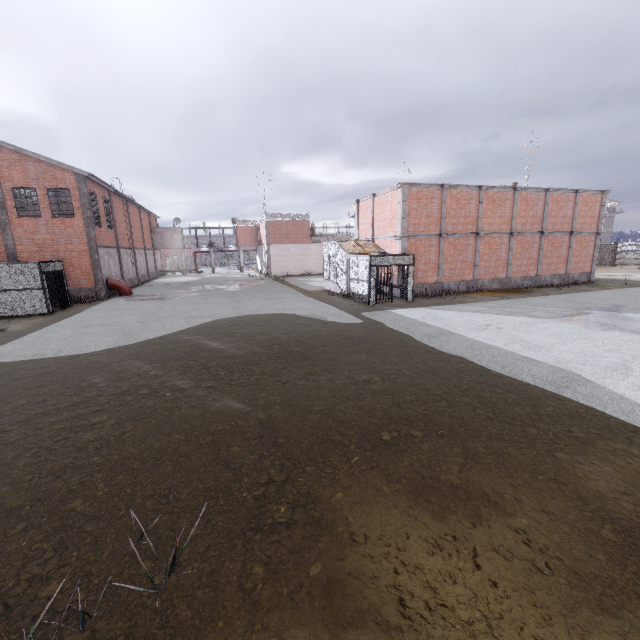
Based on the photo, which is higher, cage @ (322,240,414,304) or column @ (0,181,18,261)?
column @ (0,181,18,261)

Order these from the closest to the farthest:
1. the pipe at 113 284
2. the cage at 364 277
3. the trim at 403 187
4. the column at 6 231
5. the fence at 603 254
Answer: the cage at 364 277
the trim at 403 187
the column at 6 231
the pipe at 113 284
the fence at 603 254

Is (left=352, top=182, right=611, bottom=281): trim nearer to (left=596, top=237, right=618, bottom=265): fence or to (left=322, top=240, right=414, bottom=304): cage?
(left=322, top=240, right=414, bottom=304): cage

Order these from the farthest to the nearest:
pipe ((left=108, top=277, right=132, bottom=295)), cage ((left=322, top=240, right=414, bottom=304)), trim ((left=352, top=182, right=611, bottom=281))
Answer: pipe ((left=108, top=277, right=132, bottom=295)) → trim ((left=352, top=182, right=611, bottom=281)) → cage ((left=322, top=240, right=414, bottom=304))

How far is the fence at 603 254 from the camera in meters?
40.6 m

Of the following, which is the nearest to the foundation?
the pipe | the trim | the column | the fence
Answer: the trim

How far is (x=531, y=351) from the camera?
9.86m

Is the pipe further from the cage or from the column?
the cage
